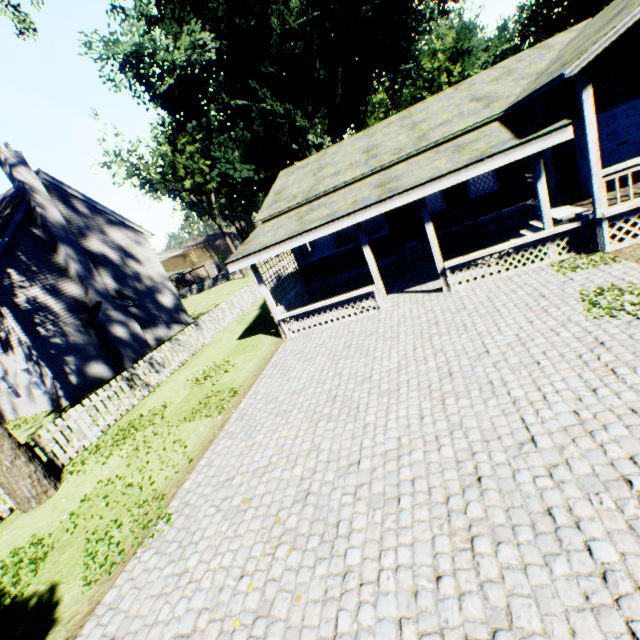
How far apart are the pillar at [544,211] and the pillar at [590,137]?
0.8m

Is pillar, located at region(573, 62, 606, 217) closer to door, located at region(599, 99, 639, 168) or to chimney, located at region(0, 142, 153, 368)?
door, located at region(599, 99, 639, 168)

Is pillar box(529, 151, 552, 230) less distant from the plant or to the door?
the door

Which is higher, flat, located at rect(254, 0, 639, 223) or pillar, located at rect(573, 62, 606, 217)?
flat, located at rect(254, 0, 639, 223)

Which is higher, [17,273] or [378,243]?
[17,273]

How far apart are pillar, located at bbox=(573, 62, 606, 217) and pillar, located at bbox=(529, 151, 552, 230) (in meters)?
0.83

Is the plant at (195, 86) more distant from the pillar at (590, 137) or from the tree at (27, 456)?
the pillar at (590, 137)

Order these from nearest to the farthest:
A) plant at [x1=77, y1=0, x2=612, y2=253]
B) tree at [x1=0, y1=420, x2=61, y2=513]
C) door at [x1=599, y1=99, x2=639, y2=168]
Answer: tree at [x1=0, y1=420, x2=61, y2=513] → door at [x1=599, y1=99, x2=639, y2=168] → plant at [x1=77, y1=0, x2=612, y2=253]
